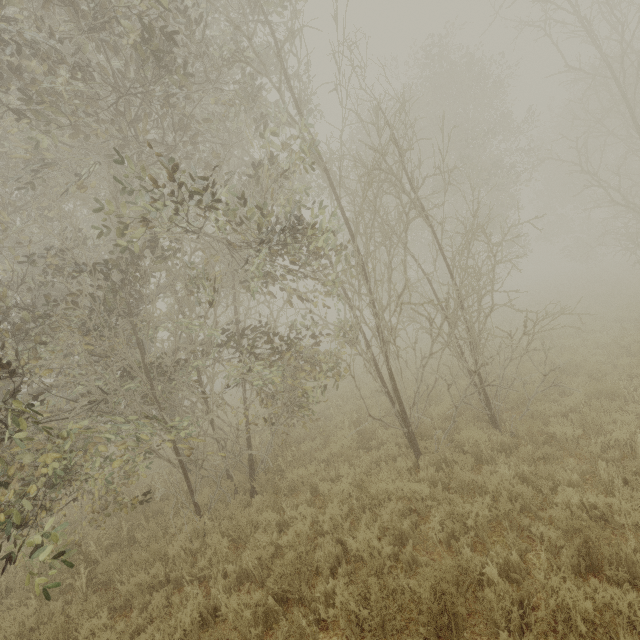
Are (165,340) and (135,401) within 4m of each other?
yes
